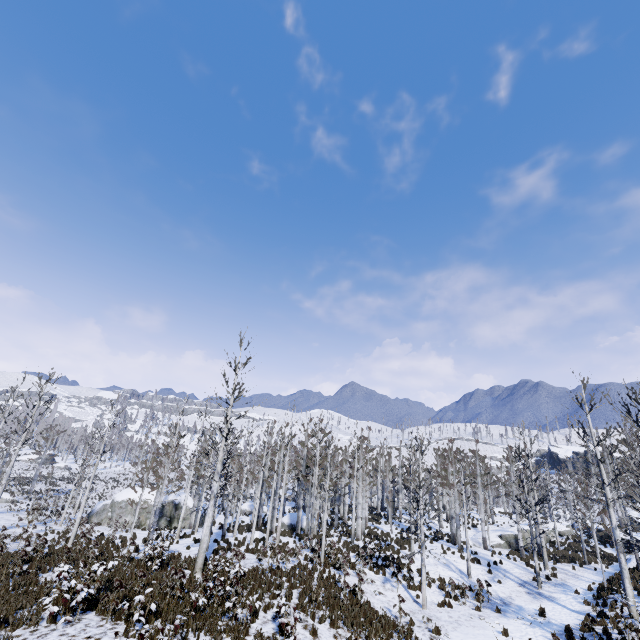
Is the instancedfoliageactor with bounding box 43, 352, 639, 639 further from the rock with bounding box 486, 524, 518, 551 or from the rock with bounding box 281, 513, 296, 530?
the rock with bounding box 281, 513, 296, 530

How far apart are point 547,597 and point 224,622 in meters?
19.6

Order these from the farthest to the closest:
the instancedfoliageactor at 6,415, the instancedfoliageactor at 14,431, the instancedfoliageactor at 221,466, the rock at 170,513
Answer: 1. the rock at 170,513
2. the instancedfoliageactor at 6,415
3. the instancedfoliageactor at 14,431
4. the instancedfoliageactor at 221,466

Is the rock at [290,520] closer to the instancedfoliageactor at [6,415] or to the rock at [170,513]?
the instancedfoliageactor at [6,415]

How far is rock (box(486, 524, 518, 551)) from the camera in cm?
3257

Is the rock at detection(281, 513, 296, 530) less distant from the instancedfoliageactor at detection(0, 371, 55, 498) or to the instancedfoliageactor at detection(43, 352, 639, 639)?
the instancedfoliageactor at detection(0, 371, 55, 498)

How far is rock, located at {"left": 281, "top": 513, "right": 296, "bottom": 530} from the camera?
32.34m

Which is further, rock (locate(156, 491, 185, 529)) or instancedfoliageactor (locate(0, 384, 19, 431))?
rock (locate(156, 491, 185, 529))
